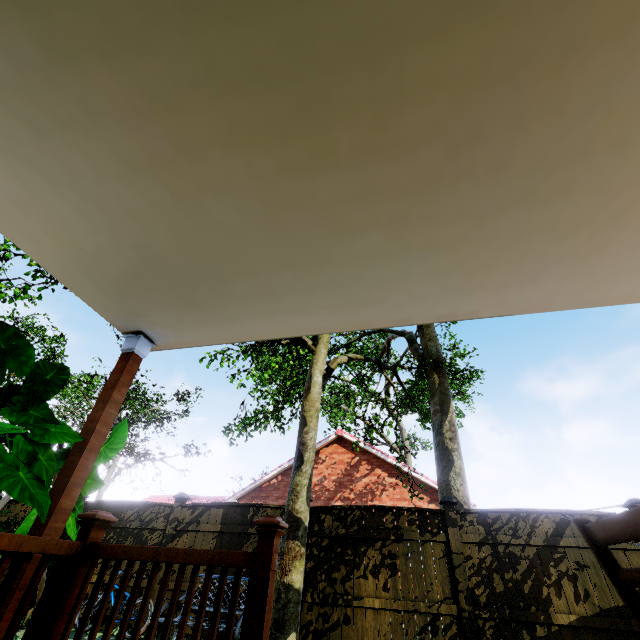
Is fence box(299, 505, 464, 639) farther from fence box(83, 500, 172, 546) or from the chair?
the chair

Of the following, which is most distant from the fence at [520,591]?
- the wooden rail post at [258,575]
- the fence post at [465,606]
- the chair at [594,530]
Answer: the chair at [594,530]

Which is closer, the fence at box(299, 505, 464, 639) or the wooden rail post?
the wooden rail post

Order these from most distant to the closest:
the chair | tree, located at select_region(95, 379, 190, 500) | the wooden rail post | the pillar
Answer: tree, located at select_region(95, 379, 190, 500), the pillar, the wooden rail post, the chair

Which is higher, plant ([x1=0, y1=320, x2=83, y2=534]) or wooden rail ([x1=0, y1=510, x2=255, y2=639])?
plant ([x1=0, y1=320, x2=83, y2=534])

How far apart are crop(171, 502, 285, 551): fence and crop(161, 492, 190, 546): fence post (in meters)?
0.02

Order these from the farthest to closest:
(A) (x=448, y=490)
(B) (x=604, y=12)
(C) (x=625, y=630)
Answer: (A) (x=448, y=490), (C) (x=625, y=630), (B) (x=604, y=12)

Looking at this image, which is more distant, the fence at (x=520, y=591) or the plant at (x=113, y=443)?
the fence at (x=520, y=591)
